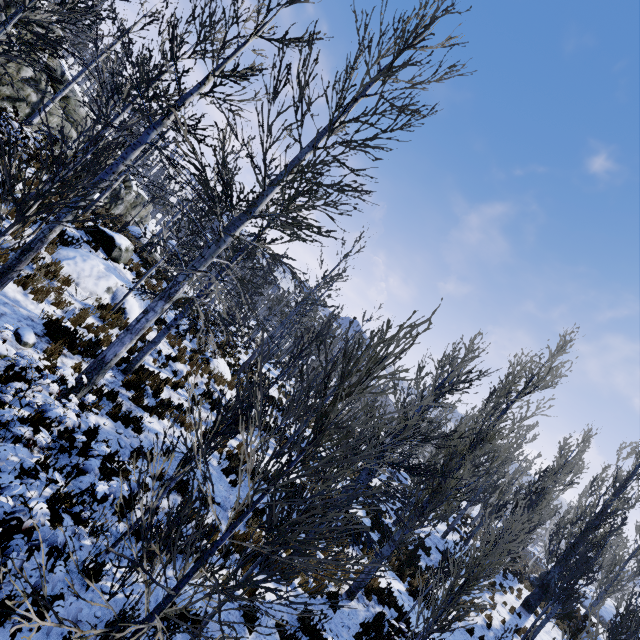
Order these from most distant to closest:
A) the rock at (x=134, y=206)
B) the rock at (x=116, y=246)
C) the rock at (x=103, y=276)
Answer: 1. the rock at (x=134, y=206)
2. the rock at (x=116, y=246)
3. the rock at (x=103, y=276)

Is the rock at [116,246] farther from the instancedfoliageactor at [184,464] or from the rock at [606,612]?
the rock at [606,612]

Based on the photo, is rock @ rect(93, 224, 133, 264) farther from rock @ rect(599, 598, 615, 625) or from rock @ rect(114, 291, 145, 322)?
rock @ rect(599, 598, 615, 625)

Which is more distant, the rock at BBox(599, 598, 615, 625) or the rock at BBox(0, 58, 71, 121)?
the rock at BBox(599, 598, 615, 625)

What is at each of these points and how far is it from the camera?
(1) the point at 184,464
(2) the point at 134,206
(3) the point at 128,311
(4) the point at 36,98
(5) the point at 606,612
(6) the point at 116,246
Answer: (1) instancedfoliageactor, 5.06m
(2) rock, 27.17m
(3) rock, 11.14m
(4) rock, 14.02m
(5) rock, 34.56m
(6) rock, 12.96m

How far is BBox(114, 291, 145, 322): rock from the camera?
11.0 meters

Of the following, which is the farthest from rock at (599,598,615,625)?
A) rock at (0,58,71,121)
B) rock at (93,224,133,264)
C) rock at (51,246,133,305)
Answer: rock at (0,58,71,121)

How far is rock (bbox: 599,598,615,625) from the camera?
33.7m
